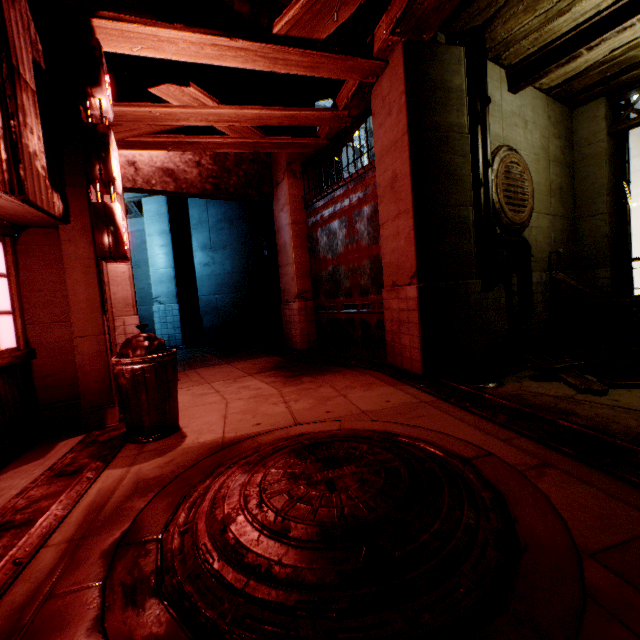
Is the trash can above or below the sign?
below

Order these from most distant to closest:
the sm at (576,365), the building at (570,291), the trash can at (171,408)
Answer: the building at (570,291), the sm at (576,365), the trash can at (171,408)

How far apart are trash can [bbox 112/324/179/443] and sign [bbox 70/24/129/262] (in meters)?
1.84

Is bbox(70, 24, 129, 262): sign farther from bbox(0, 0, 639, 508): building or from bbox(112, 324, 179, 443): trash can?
bbox(112, 324, 179, 443): trash can

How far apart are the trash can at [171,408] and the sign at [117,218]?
1.8m

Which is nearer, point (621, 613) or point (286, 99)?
point (621, 613)

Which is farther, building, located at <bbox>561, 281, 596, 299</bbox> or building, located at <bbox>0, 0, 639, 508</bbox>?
building, located at <bbox>561, 281, 596, 299</bbox>

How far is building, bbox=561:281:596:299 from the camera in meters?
8.0
